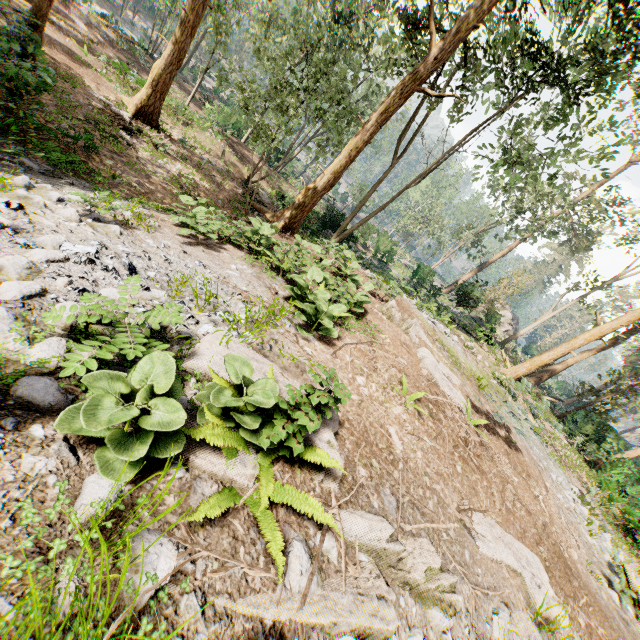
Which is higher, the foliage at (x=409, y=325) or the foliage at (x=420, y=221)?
the foliage at (x=420, y=221)

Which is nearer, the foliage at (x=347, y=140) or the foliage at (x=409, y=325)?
the foliage at (x=409, y=325)

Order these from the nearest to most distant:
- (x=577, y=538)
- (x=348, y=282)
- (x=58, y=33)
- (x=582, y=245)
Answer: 1. (x=348, y=282)
2. (x=577, y=538)
3. (x=58, y=33)
4. (x=582, y=245)

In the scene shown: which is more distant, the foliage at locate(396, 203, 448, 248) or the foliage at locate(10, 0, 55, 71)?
the foliage at locate(396, 203, 448, 248)

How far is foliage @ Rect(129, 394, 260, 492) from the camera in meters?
2.3
